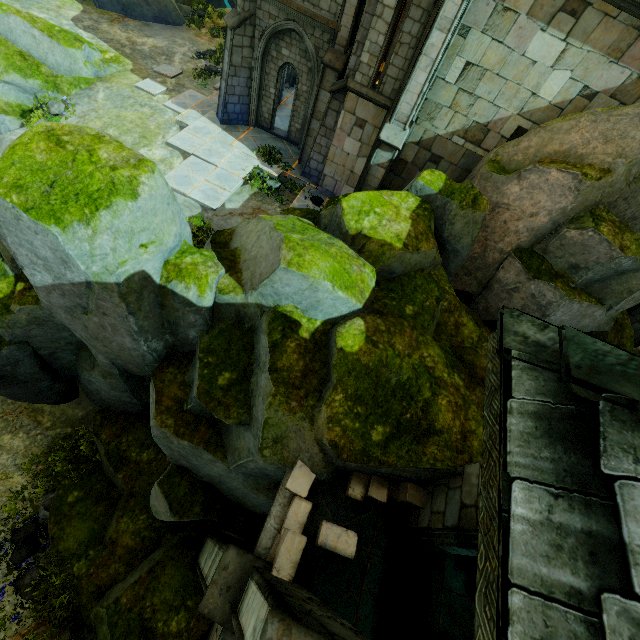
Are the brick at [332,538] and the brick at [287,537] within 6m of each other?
yes

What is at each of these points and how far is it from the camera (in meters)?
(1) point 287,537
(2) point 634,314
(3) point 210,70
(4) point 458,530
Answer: (1) brick, 4.60
(2) stone column, 15.02
(3) plant, 16.98
(4) stone column, 4.48

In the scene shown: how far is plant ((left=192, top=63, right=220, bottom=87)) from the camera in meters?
16.4 m

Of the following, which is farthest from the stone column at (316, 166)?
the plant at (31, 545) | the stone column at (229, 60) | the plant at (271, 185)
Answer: the plant at (31, 545)

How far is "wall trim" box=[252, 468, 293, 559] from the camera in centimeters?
484cm

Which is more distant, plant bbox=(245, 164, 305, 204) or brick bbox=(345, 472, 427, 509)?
plant bbox=(245, 164, 305, 204)

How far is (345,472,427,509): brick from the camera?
5.4 meters

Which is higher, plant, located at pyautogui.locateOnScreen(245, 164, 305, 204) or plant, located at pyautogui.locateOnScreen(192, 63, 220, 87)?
plant, located at pyautogui.locateOnScreen(192, 63, 220, 87)
